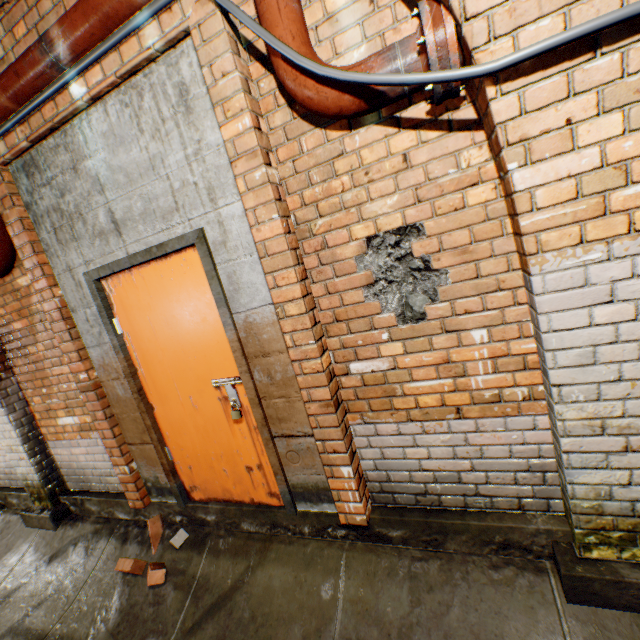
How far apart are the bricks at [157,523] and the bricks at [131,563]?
0.1m

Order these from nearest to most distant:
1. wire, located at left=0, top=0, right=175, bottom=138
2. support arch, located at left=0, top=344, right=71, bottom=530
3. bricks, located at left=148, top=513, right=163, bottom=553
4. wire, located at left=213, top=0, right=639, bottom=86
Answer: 1. wire, located at left=213, top=0, right=639, bottom=86
2. wire, located at left=0, top=0, right=175, bottom=138
3. bricks, located at left=148, top=513, right=163, bottom=553
4. support arch, located at left=0, top=344, right=71, bottom=530

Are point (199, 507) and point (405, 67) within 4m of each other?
yes

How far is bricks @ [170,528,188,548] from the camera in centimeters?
277cm

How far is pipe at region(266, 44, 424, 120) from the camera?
1.5 meters

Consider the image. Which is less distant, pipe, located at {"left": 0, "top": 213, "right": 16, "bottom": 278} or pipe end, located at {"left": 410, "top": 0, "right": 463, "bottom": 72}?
pipe end, located at {"left": 410, "top": 0, "right": 463, "bottom": 72}

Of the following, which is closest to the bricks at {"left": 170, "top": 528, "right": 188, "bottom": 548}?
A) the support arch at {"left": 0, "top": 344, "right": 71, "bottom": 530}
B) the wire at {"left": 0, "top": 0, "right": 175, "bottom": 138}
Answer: the support arch at {"left": 0, "top": 344, "right": 71, "bottom": 530}

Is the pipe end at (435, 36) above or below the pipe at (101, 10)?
below
